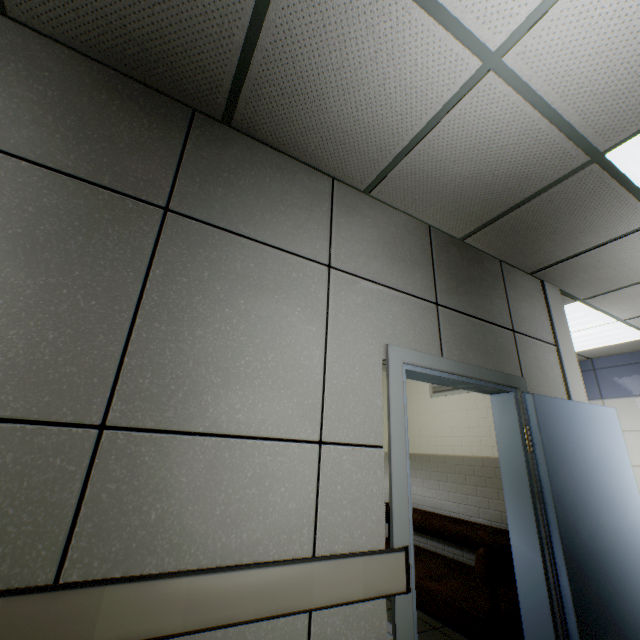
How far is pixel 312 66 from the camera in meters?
1.6

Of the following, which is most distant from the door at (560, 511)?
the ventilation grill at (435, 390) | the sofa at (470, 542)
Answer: the ventilation grill at (435, 390)

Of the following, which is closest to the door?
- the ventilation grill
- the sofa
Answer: the sofa

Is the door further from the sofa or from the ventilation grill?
the ventilation grill

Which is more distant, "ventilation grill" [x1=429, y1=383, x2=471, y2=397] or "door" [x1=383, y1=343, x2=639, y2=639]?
"ventilation grill" [x1=429, y1=383, x2=471, y2=397]

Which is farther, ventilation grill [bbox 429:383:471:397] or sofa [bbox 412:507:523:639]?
ventilation grill [bbox 429:383:471:397]

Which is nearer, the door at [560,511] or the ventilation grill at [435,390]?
the door at [560,511]
